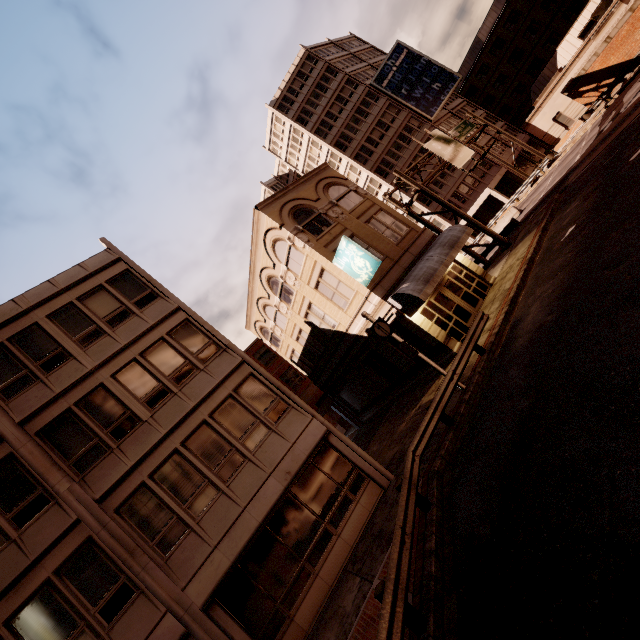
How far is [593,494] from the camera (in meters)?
4.86

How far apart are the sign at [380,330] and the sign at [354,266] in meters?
A: 3.5

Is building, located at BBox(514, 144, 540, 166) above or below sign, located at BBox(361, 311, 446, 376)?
below

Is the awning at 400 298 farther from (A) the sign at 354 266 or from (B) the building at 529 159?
(B) the building at 529 159

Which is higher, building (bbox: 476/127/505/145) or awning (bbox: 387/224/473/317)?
building (bbox: 476/127/505/145)

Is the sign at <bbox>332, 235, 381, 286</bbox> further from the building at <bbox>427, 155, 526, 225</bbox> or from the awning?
the building at <bbox>427, 155, 526, 225</bbox>

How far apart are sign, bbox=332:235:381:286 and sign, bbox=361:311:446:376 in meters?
3.5 m

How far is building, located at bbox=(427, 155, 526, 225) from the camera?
41.6 meters
